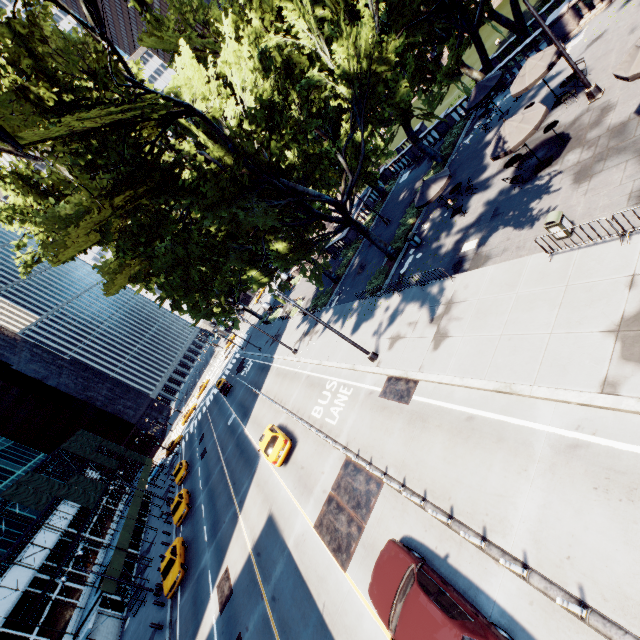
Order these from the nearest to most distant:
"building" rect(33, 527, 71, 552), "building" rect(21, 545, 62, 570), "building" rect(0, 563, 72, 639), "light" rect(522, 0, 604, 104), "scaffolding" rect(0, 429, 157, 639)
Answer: "light" rect(522, 0, 604, 104) < "building" rect(0, 563, 72, 639) < "scaffolding" rect(0, 429, 157, 639) < "building" rect(21, 545, 62, 570) < "building" rect(33, 527, 71, 552)

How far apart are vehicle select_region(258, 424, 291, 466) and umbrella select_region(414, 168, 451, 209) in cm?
1700

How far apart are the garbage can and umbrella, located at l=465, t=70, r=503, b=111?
14.4 meters

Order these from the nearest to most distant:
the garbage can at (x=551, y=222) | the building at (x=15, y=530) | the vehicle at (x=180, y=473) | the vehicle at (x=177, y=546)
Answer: the garbage can at (x=551, y=222), the vehicle at (x=177, y=546), the building at (x=15, y=530), the vehicle at (x=180, y=473)

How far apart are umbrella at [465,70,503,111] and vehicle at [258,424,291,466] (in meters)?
25.91

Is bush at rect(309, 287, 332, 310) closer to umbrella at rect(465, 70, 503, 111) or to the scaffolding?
umbrella at rect(465, 70, 503, 111)

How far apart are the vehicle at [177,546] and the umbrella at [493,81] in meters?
39.5

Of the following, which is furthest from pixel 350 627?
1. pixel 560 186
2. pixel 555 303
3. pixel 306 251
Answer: pixel 306 251
